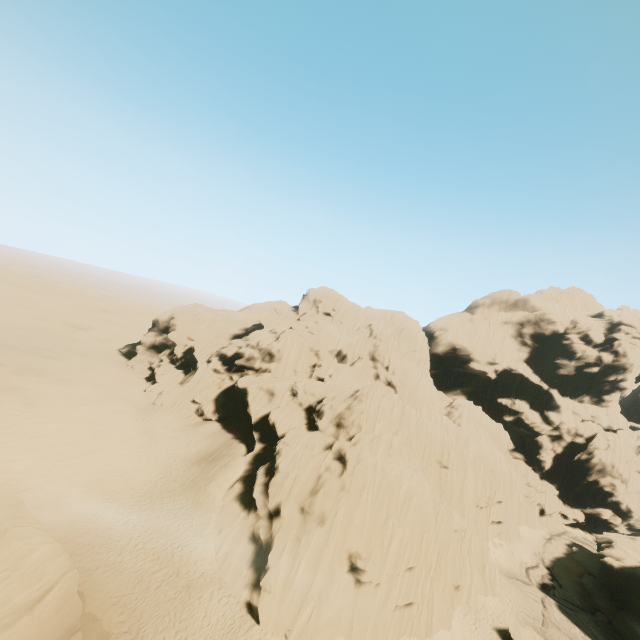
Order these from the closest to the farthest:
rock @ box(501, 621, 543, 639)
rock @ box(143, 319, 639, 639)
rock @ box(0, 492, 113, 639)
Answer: rock @ box(0, 492, 113, 639) → rock @ box(143, 319, 639, 639) → rock @ box(501, 621, 543, 639)

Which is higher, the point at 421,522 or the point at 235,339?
the point at 235,339

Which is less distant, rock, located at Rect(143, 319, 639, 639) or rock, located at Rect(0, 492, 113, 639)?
rock, located at Rect(0, 492, 113, 639)

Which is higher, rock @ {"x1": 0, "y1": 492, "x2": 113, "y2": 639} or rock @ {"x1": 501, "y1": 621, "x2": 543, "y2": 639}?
rock @ {"x1": 0, "y1": 492, "x2": 113, "y2": 639}

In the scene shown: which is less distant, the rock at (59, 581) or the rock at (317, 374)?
the rock at (59, 581)

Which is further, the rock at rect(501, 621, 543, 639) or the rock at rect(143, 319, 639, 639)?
the rock at rect(501, 621, 543, 639)

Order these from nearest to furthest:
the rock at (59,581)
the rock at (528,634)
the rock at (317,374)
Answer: the rock at (59,581) < the rock at (317,374) < the rock at (528,634)
